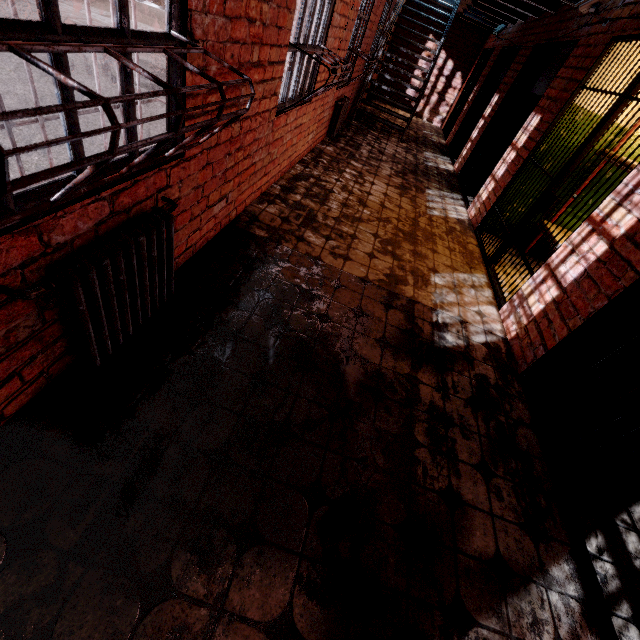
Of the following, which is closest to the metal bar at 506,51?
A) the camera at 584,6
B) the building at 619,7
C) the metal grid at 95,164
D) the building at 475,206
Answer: the building at 619,7

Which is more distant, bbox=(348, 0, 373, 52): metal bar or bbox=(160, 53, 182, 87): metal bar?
bbox=(348, 0, 373, 52): metal bar

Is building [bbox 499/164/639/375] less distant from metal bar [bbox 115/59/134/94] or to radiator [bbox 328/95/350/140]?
metal bar [bbox 115/59/134/94]

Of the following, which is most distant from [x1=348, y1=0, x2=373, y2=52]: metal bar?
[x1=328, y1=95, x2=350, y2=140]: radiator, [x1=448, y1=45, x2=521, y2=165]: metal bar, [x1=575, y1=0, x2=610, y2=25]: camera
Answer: [x1=448, y1=45, x2=521, y2=165]: metal bar

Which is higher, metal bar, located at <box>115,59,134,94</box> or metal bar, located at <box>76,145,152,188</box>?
metal bar, located at <box>115,59,134,94</box>

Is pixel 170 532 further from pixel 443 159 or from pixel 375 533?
pixel 443 159

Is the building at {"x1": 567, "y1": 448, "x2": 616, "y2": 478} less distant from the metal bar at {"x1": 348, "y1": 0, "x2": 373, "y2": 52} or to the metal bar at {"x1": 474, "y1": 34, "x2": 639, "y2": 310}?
the metal bar at {"x1": 474, "y1": 34, "x2": 639, "y2": 310}

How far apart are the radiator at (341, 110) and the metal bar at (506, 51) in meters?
3.2 m
